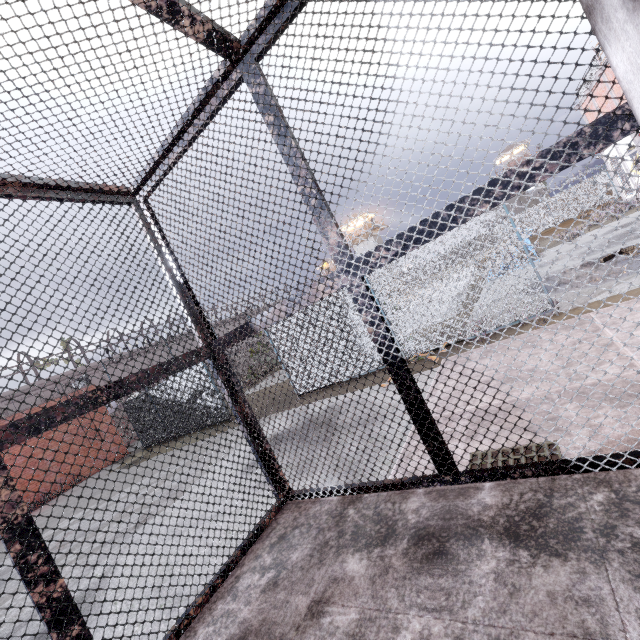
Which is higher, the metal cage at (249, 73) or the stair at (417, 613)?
the metal cage at (249, 73)

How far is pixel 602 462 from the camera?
1.61m

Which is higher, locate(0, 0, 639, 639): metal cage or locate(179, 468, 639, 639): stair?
locate(0, 0, 639, 639): metal cage
